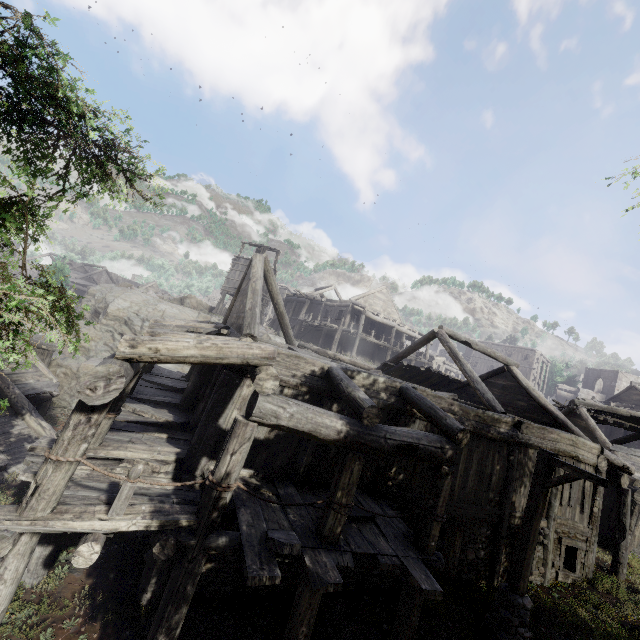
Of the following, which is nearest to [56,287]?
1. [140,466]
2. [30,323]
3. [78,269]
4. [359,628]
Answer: [140,466]

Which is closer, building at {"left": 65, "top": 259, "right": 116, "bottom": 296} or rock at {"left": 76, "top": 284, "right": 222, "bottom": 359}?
rock at {"left": 76, "top": 284, "right": 222, "bottom": 359}

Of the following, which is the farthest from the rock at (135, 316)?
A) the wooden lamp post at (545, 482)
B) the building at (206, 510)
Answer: the wooden lamp post at (545, 482)

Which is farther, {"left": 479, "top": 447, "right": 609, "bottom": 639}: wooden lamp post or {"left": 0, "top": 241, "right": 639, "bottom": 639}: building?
{"left": 479, "top": 447, "right": 609, "bottom": 639}: wooden lamp post

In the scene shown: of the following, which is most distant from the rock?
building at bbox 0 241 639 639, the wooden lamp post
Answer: the wooden lamp post

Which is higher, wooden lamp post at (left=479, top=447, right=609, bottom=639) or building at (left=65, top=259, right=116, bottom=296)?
building at (left=65, top=259, right=116, bottom=296)

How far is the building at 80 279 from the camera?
44.2m
